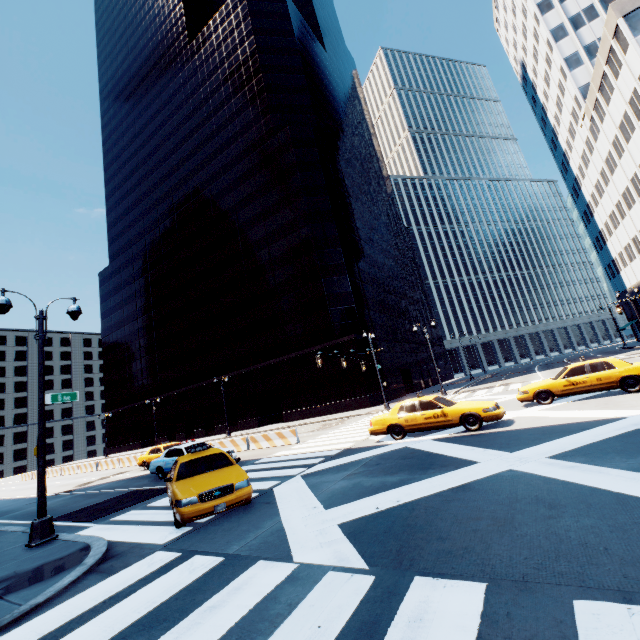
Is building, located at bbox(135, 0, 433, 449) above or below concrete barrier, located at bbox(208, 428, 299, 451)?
above

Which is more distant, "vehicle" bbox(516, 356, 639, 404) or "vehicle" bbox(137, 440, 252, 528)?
"vehicle" bbox(516, 356, 639, 404)

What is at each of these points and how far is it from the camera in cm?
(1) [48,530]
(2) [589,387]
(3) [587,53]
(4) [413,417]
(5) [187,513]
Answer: (1) light, 903
(2) vehicle, 1316
(3) building, 4525
(4) vehicle, 1286
(5) vehicle, 718

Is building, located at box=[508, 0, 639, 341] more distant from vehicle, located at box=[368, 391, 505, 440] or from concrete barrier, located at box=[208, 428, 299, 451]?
concrete barrier, located at box=[208, 428, 299, 451]

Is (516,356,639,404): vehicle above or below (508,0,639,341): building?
below

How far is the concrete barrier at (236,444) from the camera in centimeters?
1952cm

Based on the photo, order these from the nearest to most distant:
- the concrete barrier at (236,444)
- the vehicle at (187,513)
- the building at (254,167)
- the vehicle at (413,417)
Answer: the vehicle at (187,513)
the vehicle at (413,417)
the concrete barrier at (236,444)
the building at (254,167)

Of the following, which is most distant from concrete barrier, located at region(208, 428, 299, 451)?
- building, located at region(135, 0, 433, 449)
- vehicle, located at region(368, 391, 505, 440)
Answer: building, located at region(135, 0, 433, 449)
